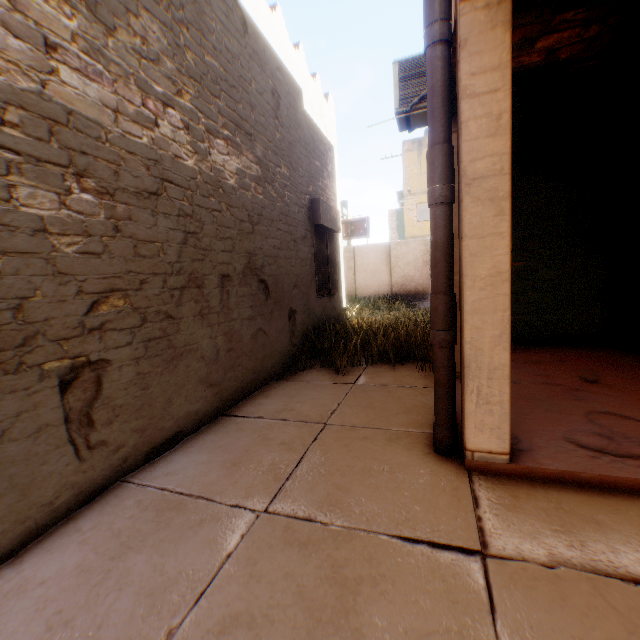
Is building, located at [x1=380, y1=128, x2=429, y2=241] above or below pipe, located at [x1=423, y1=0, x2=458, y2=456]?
above

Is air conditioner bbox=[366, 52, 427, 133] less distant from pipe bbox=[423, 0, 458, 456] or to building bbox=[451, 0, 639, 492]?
building bbox=[451, 0, 639, 492]

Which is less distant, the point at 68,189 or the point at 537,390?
the point at 68,189

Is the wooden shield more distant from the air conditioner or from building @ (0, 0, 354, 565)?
the air conditioner

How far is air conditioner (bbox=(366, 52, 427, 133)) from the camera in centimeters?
511cm

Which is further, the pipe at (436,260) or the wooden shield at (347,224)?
the wooden shield at (347,224)

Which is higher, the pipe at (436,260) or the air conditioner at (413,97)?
the air conditioner at (413,97)
